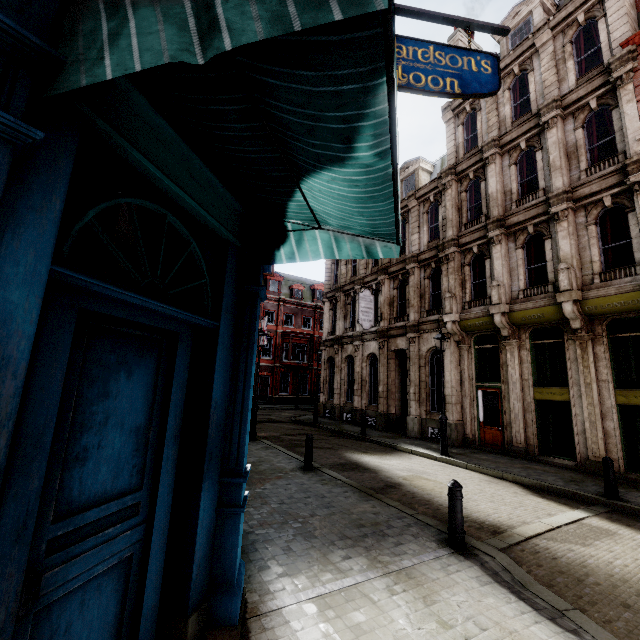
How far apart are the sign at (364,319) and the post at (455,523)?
13.86m

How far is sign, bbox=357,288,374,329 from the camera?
19.2 meters

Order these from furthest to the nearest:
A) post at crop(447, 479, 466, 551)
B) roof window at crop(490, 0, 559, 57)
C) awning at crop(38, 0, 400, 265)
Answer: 1. roof window at crop(490, 0, 559, 57)
2. post at crop(447, 479, 466, 551)
3. awning at crop(38, 0, 400, 265)

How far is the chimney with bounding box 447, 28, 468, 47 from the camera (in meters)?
19.15

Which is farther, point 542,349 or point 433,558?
point 542,349

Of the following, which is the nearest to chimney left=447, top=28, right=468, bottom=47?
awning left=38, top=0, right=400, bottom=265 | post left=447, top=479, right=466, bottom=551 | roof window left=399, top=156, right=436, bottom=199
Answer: roof window left=399, top=156, right=436, bottom=199

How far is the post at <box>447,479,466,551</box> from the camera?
5.0m

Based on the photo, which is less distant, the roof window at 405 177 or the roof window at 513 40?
the roof window at 513 40
